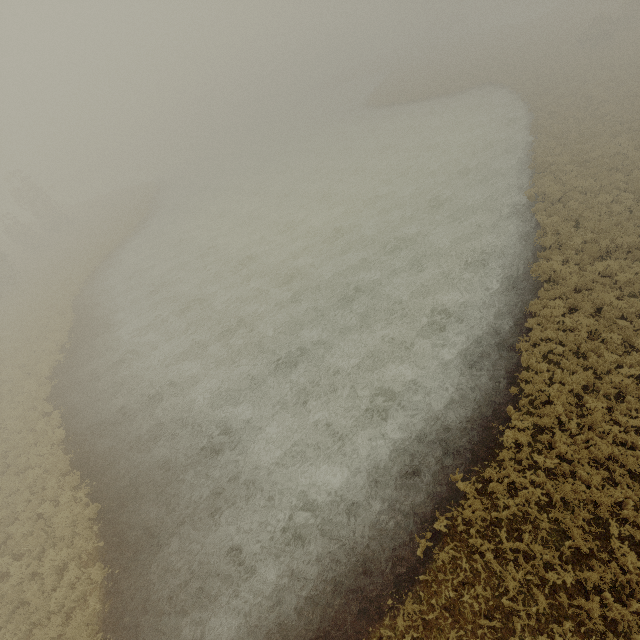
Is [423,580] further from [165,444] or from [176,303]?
[176,303]
